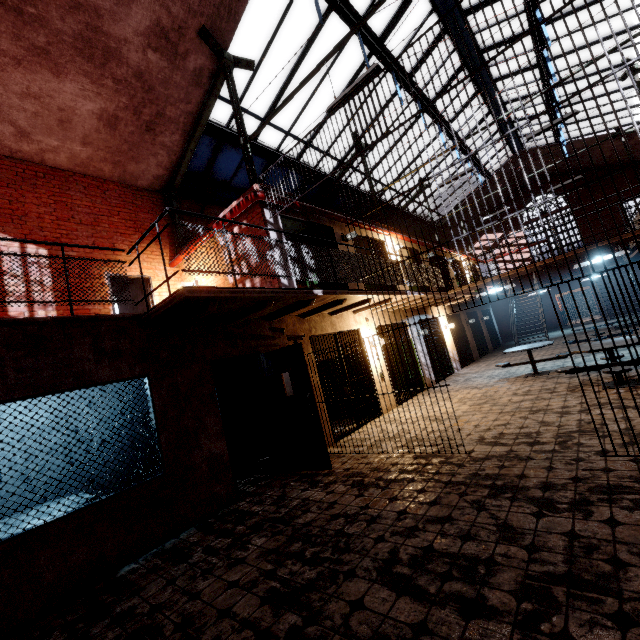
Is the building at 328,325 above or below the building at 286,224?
below

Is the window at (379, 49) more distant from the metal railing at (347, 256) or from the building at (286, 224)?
the metal railing at (347, 256)

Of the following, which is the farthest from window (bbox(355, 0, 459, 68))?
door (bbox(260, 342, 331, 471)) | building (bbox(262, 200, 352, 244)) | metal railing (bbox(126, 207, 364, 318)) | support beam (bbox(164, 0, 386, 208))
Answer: door (bbox(260, 342, 331, 471))

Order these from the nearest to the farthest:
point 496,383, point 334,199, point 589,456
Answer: point 589,456 → point 496,383 → point 334,199

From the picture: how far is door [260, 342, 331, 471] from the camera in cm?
543

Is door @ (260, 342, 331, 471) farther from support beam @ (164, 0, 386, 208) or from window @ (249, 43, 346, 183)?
window @ (249, 43, 346, 183)

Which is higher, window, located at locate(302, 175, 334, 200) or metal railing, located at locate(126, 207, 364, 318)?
window, located at locate(302, 175, 334, 200)

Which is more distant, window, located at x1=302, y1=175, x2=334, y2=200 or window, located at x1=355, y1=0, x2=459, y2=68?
window, located at x1=302, y1=175, x2=334, y2=200
